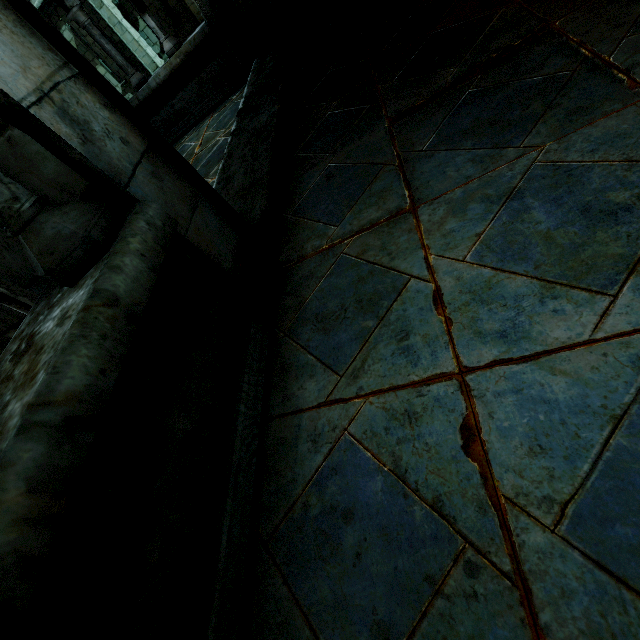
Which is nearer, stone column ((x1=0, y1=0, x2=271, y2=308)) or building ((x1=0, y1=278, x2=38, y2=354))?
stone column ((x1=0, y1=0, x2=271, y2=308))

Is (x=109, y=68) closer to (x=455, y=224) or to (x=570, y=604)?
(x=455, y=224)

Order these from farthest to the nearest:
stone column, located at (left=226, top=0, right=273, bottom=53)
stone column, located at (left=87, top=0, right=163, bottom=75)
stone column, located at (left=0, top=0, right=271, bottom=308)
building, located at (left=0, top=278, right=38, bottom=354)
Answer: stone column, located at (left=87, top=0, right=163, bottom=75) < stone column, located at (left=226, top=0, right=273, bottom=53) < building, located at (left=0, top=278, right=38, bottom=354) < stone column, located at (left=0, top=0, right=271, bottom=308)

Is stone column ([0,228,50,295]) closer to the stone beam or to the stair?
the stair

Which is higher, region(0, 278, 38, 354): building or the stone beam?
region(0, 278, 38, 354): building

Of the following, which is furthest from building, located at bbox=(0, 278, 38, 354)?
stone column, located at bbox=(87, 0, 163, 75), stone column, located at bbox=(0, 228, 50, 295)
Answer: stone column, located at bbox=(87, 0, 163, 75)

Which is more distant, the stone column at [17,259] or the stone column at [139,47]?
the stone column at [139,47]

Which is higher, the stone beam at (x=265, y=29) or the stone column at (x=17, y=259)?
the stone column at (x=17, y=259)
